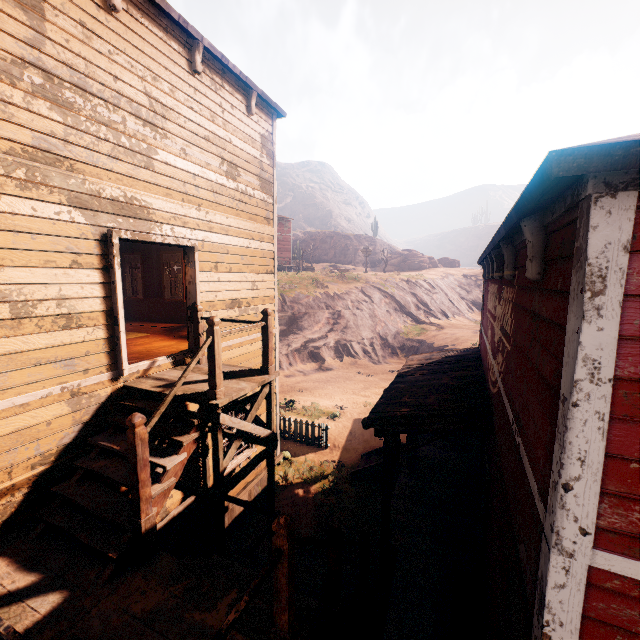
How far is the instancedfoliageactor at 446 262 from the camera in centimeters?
5434cm

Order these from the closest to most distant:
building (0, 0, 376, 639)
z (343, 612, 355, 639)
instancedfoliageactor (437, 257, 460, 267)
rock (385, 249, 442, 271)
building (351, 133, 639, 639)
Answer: building (351, 133, 639, 639)
building (0, 0, 376, 639)
z (343, 612, 355, 639)
rock (385, 249, 442, 271)
instancedfoliageactor (437, 257, 460, 267)

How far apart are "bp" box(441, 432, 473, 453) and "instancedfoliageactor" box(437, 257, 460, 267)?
47.74m

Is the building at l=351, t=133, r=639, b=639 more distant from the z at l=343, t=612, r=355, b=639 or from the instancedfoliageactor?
the instancedfoliageactor

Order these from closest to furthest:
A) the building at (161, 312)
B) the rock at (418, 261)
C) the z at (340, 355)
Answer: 1. the building at (161, 312)
2. the z at (340, 355)
3. the rock at (418, 261)

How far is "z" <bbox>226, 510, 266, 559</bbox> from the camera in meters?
7.7

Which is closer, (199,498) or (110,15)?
(110,15)

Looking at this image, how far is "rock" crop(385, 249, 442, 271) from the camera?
48.88m
